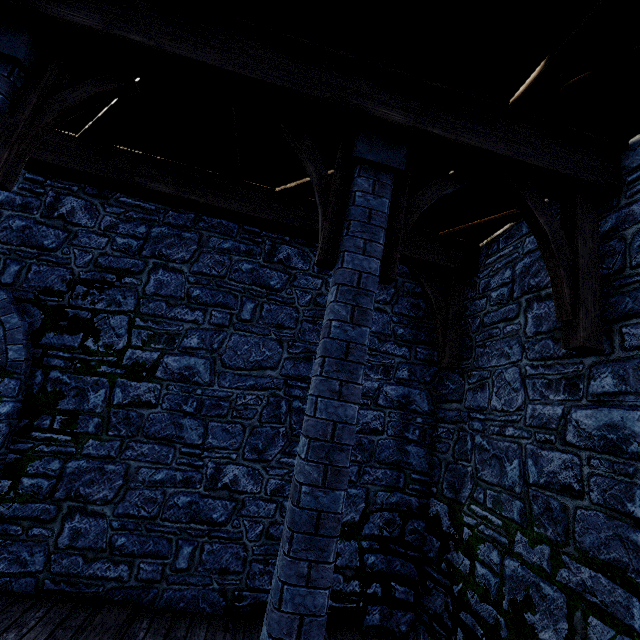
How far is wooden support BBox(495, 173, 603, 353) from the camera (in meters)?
2.88

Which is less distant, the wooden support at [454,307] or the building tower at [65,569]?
the building tower at [65,569]

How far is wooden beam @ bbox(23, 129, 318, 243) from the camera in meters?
4.5 m

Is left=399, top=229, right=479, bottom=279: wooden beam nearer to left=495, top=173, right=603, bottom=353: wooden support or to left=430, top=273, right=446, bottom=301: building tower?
left=430, top=273, right=446, bottom=301: building tower

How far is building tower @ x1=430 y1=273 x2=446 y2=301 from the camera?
5.8m

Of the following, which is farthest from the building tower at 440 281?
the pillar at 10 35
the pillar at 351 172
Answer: the pillar at 10 35

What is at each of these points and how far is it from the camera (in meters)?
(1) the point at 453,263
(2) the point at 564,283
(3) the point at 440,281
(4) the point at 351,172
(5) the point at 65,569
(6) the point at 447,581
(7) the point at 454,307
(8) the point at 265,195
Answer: (1) wooden beam, 5.18
(2) wooden support, 2.96
(3) building tower, 5.85
(4) pillar, 3.02
(5) building tower, 4.12
(6) building tower, 4.30
(7) wooden support, 5.16
(8) wooden beam, 4.90

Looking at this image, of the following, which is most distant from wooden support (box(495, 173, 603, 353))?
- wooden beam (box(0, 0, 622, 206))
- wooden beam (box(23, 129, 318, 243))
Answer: wooden beam (box(23, 129, 318, 243))
